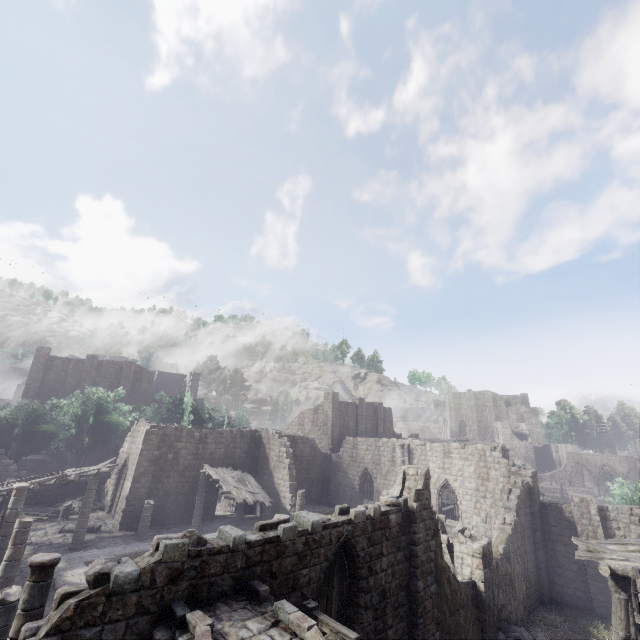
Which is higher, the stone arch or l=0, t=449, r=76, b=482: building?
the stone arch

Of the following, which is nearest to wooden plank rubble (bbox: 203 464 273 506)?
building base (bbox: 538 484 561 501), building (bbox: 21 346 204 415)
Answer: building (bbox: 21 346 204 415)

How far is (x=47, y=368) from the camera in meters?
38.7 m

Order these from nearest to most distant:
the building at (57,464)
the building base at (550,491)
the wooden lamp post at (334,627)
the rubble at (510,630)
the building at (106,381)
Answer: the wooden lamp post at (334,627)
the rubble at (510,630)
the building at (57,464)
the building at (106,381)
the building base at (550,491)

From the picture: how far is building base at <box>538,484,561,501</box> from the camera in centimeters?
5281cm

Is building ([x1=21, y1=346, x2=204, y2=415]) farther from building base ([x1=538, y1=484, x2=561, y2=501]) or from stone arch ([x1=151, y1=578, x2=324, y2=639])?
building base ([x1=538, y1=484, x2=561, y2=501])

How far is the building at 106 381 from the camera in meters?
38.0 m

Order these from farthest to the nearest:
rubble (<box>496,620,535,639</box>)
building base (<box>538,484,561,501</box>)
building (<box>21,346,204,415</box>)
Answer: building base (<box>538,484,561,501</box>) < building (<box>21,346,204,415</box>) < rubble (<box>496,620,535,639</box>)
